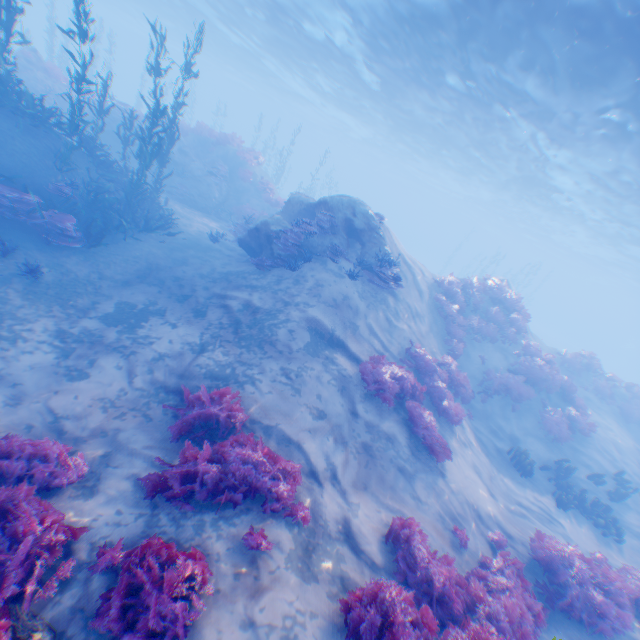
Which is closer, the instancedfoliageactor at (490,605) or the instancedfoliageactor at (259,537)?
the instancedfoliageactor at (490,605)

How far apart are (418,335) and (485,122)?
17.55m

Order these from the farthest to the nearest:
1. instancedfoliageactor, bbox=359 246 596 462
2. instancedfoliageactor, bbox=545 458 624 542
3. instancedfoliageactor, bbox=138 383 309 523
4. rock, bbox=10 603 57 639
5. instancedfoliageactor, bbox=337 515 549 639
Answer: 1. instancedfoliageactor, bbox=545 458 624 542
2. instancedfoliageactor, bbox=359 246 596 462
3. instancedfoliageactor, bbox=138 383 309 523
4. instancedfoliageactor, bbox=337 515 549 639
5. rock, bbox=10 603 57 639

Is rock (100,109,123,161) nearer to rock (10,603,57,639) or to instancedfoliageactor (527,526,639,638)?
rock (10,603,57,639)

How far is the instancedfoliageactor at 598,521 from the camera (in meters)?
10.95

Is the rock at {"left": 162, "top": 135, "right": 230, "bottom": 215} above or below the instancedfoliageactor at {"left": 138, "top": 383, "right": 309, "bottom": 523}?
above

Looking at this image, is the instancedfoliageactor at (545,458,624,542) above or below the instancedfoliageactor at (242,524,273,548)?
below

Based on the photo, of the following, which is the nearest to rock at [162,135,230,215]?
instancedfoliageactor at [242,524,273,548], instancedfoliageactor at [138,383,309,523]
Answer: instancedfoliageactor at [138,383,309,523]
